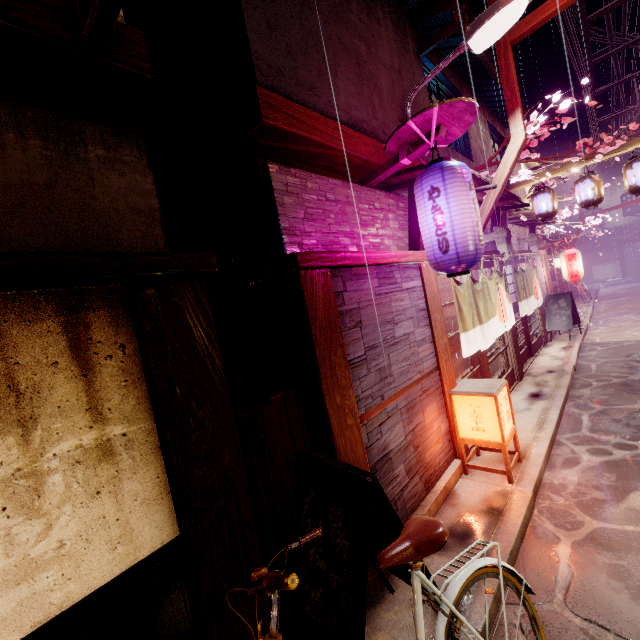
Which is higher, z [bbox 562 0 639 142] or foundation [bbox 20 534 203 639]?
z [bbox 562 0 639 142]

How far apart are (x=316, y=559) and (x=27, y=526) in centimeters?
288cm

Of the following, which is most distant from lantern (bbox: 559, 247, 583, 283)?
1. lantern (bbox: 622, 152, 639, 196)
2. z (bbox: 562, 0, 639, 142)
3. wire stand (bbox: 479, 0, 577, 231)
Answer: wire stand (bbox: 479, 0, 577, 231)

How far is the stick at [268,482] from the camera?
4.2 meters

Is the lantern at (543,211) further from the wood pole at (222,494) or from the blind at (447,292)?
the wood pole at (222,494)

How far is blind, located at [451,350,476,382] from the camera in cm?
963

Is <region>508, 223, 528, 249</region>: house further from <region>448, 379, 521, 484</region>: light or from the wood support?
the wood support

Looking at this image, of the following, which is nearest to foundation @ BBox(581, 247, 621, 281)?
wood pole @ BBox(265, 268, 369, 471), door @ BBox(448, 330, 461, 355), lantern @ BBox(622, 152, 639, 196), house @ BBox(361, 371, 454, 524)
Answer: door @ BBox(448, 330, 461, 355)
